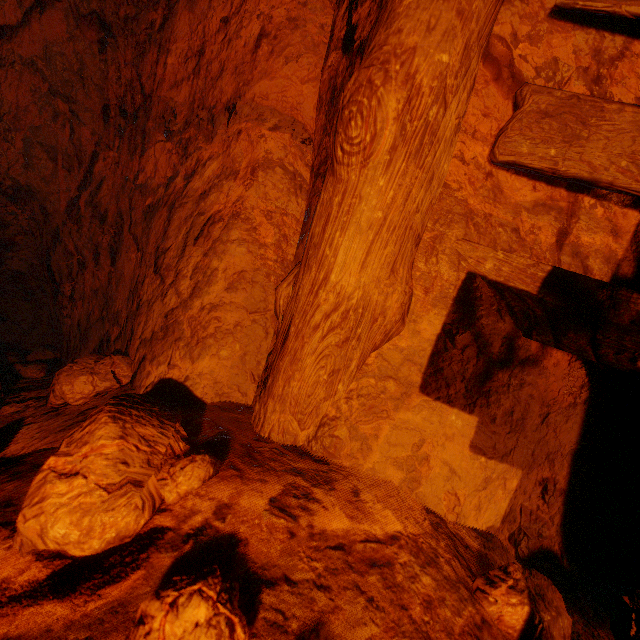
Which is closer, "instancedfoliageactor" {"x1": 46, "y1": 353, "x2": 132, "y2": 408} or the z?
the z

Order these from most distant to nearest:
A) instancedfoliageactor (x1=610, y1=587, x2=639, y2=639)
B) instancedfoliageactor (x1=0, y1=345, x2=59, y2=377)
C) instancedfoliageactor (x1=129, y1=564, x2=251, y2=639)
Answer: instancedfoliageactor (x1=0, y1=345, x2=59, y2=377)
instancedfoliageactor (x1=610, y1=587, x2=639, y2=639)
instancedfoliageactor (x1=129, y1=564, x2=251, y2=639)

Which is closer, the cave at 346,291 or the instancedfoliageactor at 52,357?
the cave at 346,291

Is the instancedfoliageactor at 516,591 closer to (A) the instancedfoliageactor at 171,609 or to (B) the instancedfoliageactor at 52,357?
(A) the instancedfoliageactor at 171,609

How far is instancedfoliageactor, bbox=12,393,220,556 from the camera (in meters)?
0.64

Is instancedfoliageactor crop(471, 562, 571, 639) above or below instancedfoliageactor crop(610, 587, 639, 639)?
above

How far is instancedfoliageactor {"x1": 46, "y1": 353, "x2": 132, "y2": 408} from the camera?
1.4m

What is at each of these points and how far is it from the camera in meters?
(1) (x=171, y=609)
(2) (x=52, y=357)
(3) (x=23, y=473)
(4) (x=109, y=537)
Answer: Answer:
(1) instancedfoliageactor, 0.5
(2) instancedfoliageactor, 2.7
(3) cave, 1.0
(4) instancedfoliageactor, 0.6
